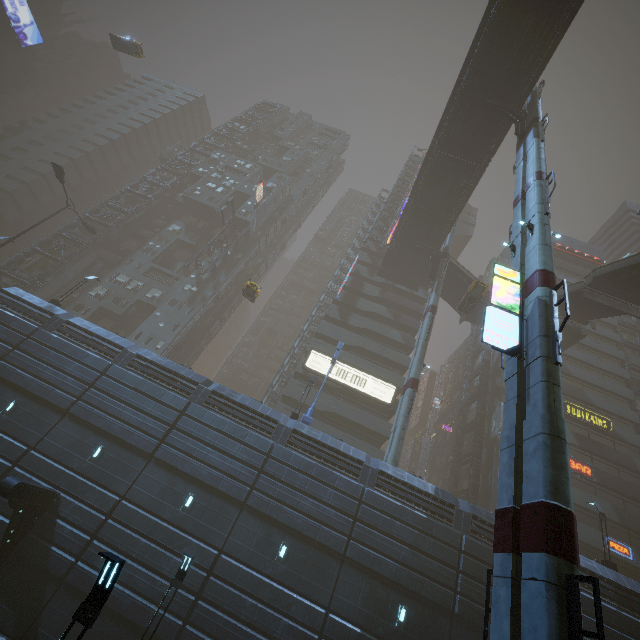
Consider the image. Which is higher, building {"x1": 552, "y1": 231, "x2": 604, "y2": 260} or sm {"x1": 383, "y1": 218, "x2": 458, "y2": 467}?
building {"x1": 552, "y1": 231, "x2": 604, "y2": 260}

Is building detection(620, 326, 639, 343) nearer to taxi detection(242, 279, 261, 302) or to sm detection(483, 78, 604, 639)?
sm detection(483, 78, 604, 639)

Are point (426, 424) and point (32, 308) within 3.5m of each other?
no

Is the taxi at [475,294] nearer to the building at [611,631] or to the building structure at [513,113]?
the building at [611,631]

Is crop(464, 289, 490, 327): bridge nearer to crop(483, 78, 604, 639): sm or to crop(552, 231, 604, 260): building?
crop(552, 231, 604, 260): building

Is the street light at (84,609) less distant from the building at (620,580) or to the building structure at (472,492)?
the building at (620,580)

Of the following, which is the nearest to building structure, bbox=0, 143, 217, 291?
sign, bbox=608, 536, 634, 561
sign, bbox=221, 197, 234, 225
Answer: sign, bbox=221, 197, 234, 225

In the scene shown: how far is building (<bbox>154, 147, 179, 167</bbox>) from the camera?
58.11m
